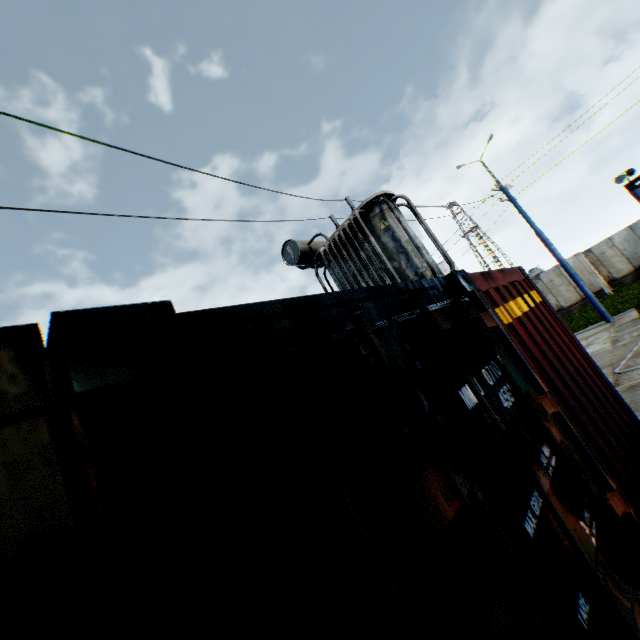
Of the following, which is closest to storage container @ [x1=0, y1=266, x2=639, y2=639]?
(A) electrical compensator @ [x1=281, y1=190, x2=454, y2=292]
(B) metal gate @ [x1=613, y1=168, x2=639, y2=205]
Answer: (A) electrical compensator @ [x1=281, y1=190, x2=454, y2=292]

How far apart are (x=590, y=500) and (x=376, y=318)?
1.7m

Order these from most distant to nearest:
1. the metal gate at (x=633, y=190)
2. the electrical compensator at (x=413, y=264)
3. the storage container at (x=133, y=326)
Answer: the metal gate at (x=633, y=190), the electrical compensator at (x=413, y=264), the storage container at (x=133, y=326)

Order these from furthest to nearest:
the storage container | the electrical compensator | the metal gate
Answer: the metal gate → the electrical compensator → the storage container

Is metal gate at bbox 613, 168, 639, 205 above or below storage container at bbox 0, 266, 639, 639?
above

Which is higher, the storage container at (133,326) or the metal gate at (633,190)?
the metal gate at (633,190)
